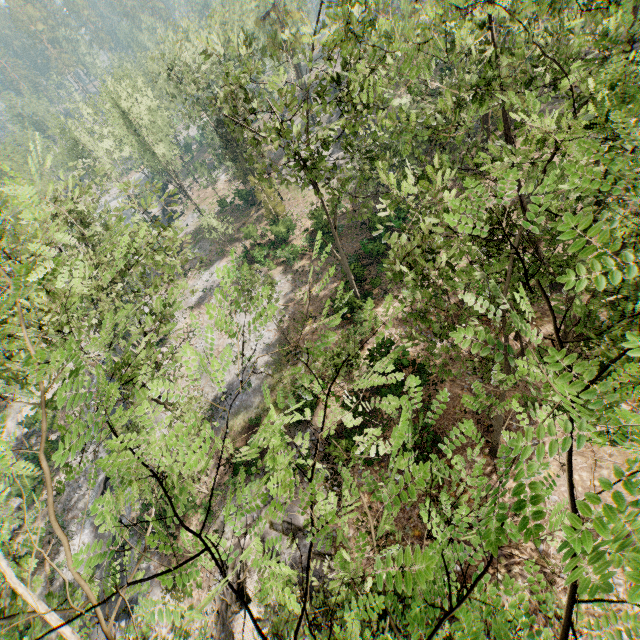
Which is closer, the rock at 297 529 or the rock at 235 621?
the rock at 235 621

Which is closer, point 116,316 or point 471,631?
point 471,631

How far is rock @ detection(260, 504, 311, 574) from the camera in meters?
16.2

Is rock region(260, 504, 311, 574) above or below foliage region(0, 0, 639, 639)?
below

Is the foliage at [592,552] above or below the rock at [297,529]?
above

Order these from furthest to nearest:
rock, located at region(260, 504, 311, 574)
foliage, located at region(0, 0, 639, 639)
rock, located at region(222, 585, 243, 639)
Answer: rock, located at region(260, 504, 311, 574), rock, located at region(222, 585, 243, 639), foliage, located at region(0, 0, 639, 639)

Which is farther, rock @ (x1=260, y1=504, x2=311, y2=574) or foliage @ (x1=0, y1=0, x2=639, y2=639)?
rock @ (x1=260, y1=504, x2=311, y2=574)
